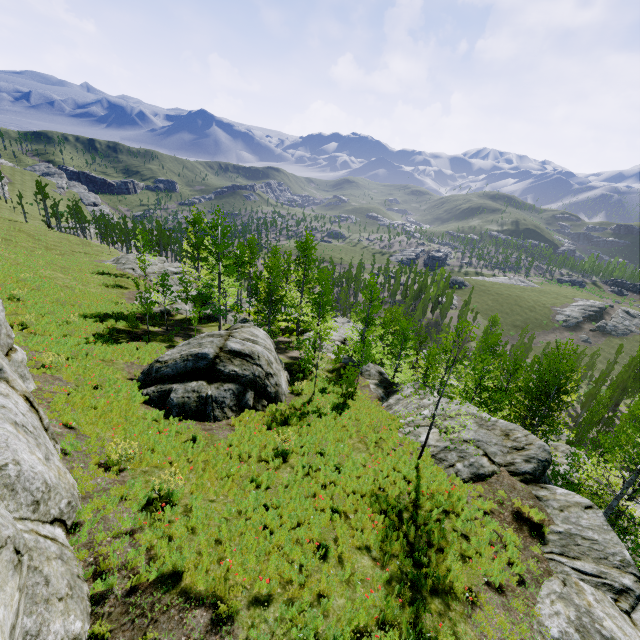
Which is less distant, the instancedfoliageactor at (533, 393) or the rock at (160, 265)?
the instancedfoliageactor at (533, 393)

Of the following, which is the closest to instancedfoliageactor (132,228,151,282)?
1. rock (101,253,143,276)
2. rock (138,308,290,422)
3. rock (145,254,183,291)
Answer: rock (101,253,143,276)

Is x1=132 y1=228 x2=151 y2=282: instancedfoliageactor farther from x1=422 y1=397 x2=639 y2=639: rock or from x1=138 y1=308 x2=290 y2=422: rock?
x1=138 y1=308 x2=290 y2=422: rock

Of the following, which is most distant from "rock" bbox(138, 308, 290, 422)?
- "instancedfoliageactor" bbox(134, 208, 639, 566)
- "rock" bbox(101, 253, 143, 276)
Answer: "instancedfoliageactor" bbox(134, 208, 639, 566)

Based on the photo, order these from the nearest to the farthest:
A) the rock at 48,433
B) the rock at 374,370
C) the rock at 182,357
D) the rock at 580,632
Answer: the rock at 48,433 < the rock at 580,632 < the rock at 182,357 < the rock at 374,370

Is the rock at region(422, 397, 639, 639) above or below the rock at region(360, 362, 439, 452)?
above

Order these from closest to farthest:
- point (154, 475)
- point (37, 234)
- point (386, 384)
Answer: point (154, 475), point (386, 384), point (37, 234)
